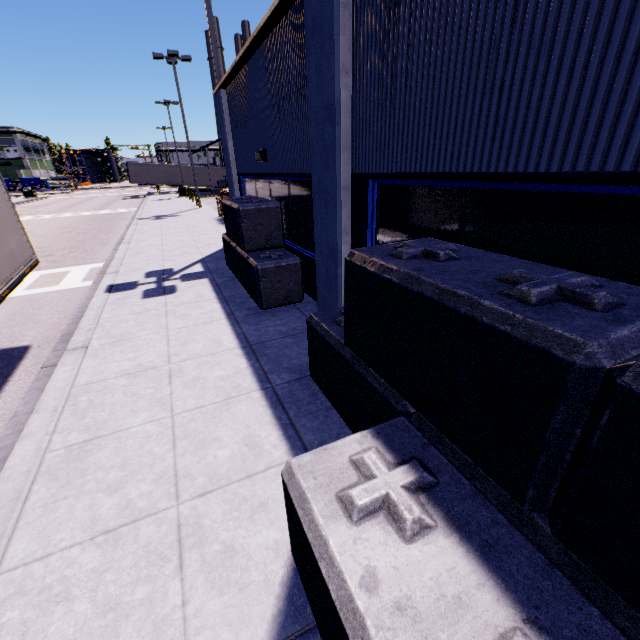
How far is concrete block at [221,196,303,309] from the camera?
6.39m

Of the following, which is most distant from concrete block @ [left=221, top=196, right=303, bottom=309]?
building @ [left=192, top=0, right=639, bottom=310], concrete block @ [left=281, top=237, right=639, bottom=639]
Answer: concrete block @ [left=281, top=237, right=639, bottom=639]

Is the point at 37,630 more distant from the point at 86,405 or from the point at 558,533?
the point at 558,533

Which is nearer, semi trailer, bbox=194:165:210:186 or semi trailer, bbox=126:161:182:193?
semi trailer, bbox=126:161:182:193

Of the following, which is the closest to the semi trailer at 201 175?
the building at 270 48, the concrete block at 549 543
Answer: the building at 270 48

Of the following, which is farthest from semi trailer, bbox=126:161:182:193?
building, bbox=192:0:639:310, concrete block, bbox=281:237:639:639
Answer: concrete block, bbox=281:237:639:639
